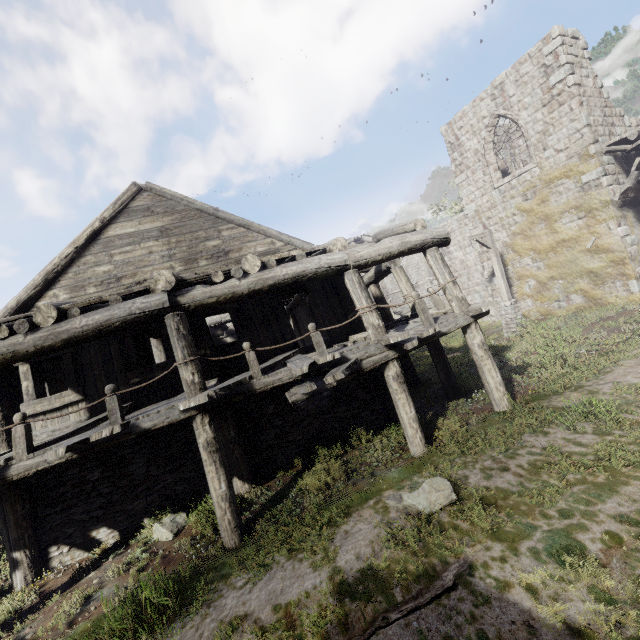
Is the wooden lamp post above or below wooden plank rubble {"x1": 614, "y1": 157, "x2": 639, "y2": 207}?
below

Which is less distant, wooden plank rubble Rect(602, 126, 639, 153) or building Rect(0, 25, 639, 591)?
building Rect(0, 25, 639, 591)

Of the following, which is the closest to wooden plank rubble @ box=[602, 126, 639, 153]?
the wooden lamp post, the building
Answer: the building

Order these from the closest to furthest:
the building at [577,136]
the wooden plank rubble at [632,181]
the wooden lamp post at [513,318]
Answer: the building at [577,136], the wooden plank rubble at [632,181], the wooden lamp post at [513,318]

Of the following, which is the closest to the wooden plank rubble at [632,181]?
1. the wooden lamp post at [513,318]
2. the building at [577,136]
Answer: the building at [577,136]

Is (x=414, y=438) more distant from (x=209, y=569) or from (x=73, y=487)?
(x=73, y=487)

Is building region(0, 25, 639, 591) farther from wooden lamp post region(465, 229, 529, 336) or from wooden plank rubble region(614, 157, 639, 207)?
wooden lamp post region(465, 229, 529, 336)

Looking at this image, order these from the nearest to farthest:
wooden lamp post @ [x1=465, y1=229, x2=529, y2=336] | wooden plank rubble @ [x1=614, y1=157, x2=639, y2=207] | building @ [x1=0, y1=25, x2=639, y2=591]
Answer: building @ [x1=0, y1=25, x2=639, y2=591] → wooden plank rubble @ [x1=614, y1=157, x2=639, y2=207] → wooden lamp post @ [x1=465, y1=229, x2=529, y2=336]
